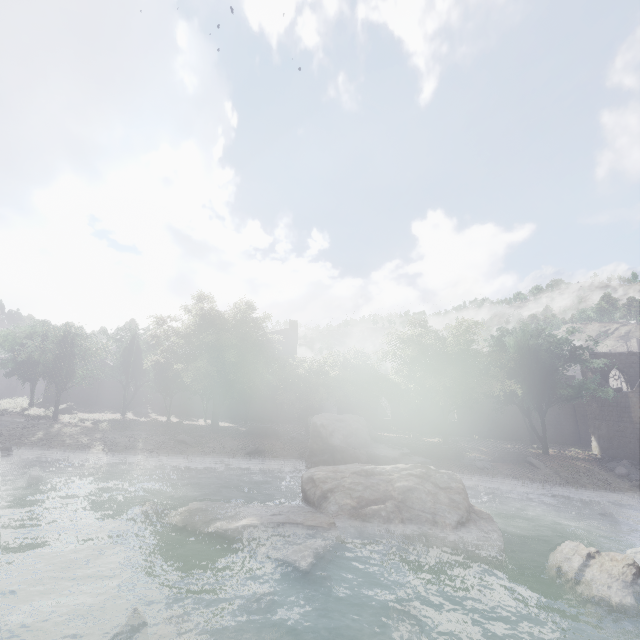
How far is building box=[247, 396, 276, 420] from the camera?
42.19m

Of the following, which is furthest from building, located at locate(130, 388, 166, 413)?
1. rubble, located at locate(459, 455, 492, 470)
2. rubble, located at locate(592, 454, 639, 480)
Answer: rubble, located at locate(459, 455, 492, 470)

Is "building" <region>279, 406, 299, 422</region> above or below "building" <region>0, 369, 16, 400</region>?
below

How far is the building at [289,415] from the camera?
41.9m

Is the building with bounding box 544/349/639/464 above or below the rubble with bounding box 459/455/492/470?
above

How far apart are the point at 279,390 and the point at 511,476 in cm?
1970
